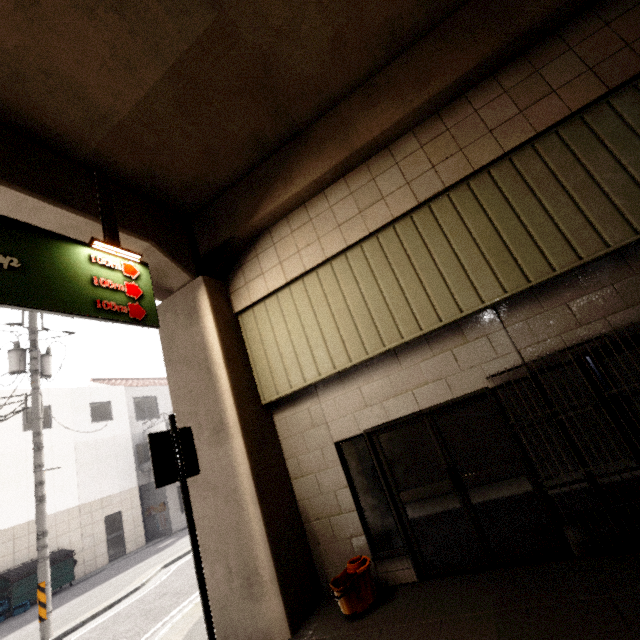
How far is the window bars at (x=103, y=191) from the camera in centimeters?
461cm

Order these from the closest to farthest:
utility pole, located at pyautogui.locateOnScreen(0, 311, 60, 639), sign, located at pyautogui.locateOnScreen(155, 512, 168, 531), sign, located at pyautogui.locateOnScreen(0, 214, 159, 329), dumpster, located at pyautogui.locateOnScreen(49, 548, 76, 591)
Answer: sign, located at pyautogui.locateOnScreen(0, 214, 159, 329) < utility pole, located at pyautogui.locateOnScreen(0, 311, 60, 639) < dumpster, located at pyautogui.locateOnScreen(49, 548, 76, 591) < sign, located at pyautogui.locateOnScreen(155, 512, 168, 531)

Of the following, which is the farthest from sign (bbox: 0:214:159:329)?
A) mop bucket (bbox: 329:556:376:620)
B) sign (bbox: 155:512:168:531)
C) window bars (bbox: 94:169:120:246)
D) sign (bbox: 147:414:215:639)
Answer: sign (bbox: 155:512:168:531)

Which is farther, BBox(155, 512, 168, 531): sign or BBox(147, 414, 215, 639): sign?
BBox(155, 512, 168, 531): sign

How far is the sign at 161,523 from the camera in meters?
18.1 m

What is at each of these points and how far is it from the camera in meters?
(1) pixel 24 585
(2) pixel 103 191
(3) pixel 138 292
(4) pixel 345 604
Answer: Result:
(1) dumpster, 12.1 m
(2) window bars, 4.9 m
(3) sign, 4.5 m
(4) mop bucket, 4.0 m

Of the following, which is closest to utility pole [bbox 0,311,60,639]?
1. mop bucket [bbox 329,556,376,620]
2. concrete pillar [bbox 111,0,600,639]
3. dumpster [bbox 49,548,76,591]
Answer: concrete pillar [bbox 111,0,600,639]

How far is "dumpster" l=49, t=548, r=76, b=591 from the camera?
12.9m
